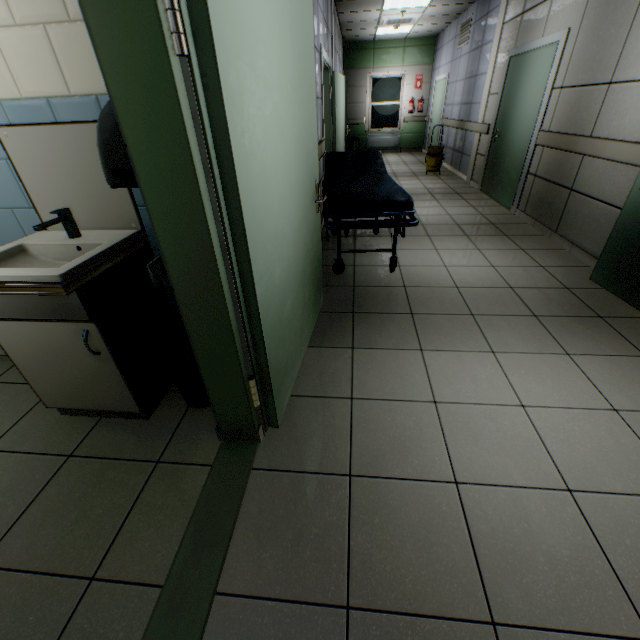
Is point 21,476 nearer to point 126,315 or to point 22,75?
point 126,315

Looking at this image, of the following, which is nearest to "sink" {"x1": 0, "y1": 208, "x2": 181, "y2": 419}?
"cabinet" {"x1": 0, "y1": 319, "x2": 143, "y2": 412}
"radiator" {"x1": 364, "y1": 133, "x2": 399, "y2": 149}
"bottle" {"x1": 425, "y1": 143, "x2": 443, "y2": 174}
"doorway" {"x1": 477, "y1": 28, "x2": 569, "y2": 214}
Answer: "cabinet" {"x1": 0, "y1": 319, "x2": 143, "y2": 412}

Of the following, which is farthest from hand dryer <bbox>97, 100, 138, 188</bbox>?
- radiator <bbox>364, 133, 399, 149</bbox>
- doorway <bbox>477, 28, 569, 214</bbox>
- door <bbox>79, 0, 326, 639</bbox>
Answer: radiator <bbox>364, 133, 399, 149</bbox>

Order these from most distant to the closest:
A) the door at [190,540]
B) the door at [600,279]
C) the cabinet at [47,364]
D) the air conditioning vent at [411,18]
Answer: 1. the air conditioning vent at [411,18]
2. the door at [600,279]
3. the cabinet at [47,364]
4. the door at [190,540]

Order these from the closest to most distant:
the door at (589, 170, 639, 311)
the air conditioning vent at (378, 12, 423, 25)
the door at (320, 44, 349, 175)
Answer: the door at (589, 170, 639, 311)
the door at (320, 44, 349, 175)
the air conditioning vent at (378, 12, 423, 25)

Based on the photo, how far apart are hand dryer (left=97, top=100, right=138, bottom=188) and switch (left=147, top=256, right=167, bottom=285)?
0.3m

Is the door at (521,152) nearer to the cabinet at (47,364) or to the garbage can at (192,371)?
the garbage can at (192,371)

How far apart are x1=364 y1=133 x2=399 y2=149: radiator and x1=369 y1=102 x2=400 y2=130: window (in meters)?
0.14
